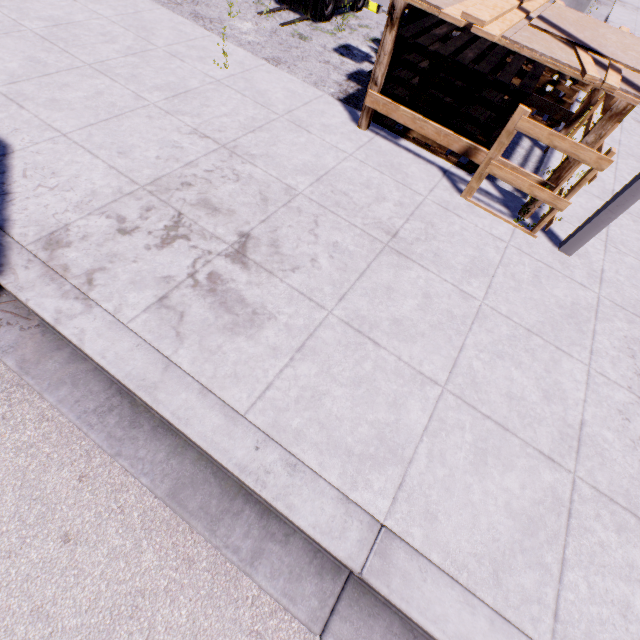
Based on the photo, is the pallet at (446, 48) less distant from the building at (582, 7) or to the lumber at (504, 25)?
the lumber at (504, 25)

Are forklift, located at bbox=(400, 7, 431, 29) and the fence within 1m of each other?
no

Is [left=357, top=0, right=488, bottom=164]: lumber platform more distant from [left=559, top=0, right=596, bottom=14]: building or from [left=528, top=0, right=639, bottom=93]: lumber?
[left=559, top=0, right=596, bottom=14]: building

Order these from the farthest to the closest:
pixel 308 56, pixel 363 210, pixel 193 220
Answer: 1. pixel 308 56
2. pixel 363 210
3. pixel 193 220

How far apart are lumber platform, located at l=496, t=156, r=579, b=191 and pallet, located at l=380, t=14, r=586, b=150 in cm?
17

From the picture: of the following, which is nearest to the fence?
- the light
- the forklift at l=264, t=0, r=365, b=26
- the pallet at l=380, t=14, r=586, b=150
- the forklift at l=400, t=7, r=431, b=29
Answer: the light

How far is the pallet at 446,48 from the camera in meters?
4.2

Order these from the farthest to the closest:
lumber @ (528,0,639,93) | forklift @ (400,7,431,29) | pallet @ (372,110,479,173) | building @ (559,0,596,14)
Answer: building @ (559,0,596,14) → forklift @ (400,7,431,29) → pallet @ (372,110,479,173) → lumber @ (528,0,639,93)
